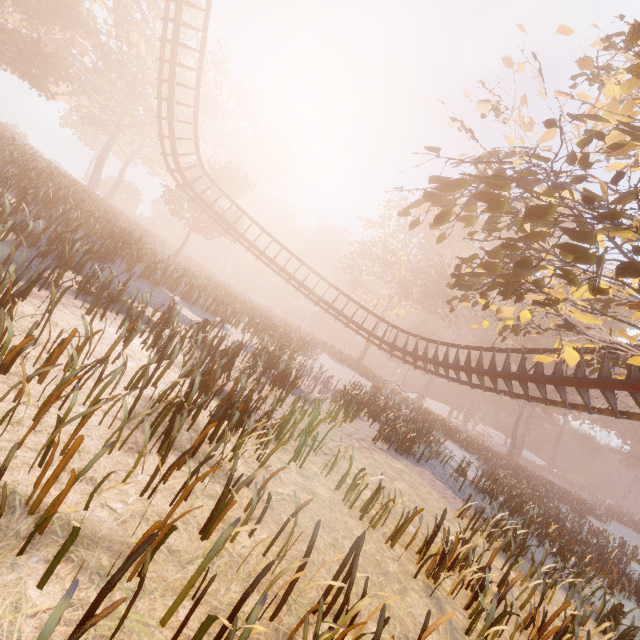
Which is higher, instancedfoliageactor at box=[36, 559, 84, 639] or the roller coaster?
the roller coaster

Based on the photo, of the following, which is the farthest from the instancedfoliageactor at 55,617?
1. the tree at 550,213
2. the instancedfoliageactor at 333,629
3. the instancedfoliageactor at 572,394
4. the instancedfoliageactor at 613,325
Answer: the instancedfoliageactor at 613,325

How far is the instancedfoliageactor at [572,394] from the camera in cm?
3894

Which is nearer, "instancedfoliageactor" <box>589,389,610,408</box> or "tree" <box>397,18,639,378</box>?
"tree" <box>397,18,639,378</box>

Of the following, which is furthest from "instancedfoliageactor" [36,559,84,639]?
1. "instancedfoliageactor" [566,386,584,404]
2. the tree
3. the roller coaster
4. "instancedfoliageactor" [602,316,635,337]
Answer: "instancedfoliageactor" [602,316,635,337]

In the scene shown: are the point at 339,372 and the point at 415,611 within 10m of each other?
no

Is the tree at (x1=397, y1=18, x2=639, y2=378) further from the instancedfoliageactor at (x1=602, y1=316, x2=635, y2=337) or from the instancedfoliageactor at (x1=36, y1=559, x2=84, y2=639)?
the instancedfoliageactor at (x1=602, y1=316, x2=635, y2=337)

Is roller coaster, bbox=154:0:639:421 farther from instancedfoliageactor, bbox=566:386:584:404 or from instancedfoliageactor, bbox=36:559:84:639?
instancedfoliageactor, bbox=566:386:584:404
